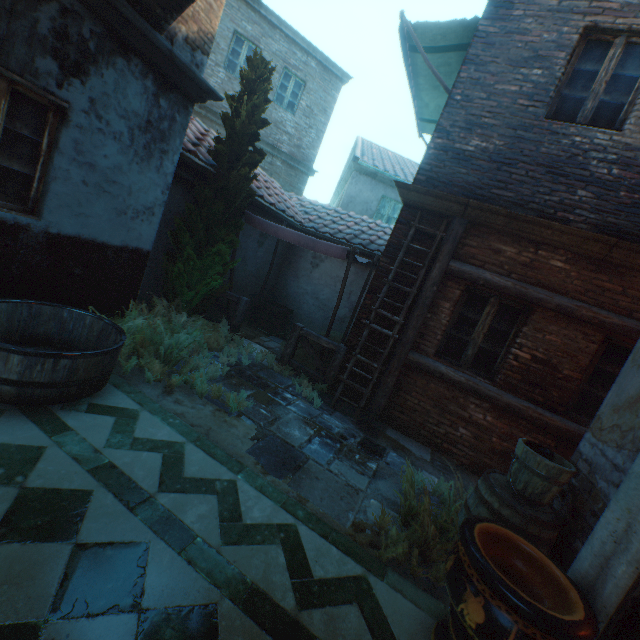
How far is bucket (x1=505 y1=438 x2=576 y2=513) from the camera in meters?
2.6 m

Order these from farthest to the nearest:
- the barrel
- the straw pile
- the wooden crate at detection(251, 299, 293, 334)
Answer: the wooden crate at detection(251, 299, 293, 334), the straw pile, the barrel

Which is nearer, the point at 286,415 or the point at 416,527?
the point at 416,527

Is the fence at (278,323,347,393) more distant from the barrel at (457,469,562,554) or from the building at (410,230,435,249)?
the barrel at (457,469,562,554)

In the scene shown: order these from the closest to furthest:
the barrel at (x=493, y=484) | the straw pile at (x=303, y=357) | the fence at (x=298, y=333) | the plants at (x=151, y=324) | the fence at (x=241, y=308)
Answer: the barrel at (x=493, y=484) → the plants at (x=151, y=324) → the fence at (x=298, y=333) → the fence at (x=241, y=308) → the straw pile at (x=303, y=357)

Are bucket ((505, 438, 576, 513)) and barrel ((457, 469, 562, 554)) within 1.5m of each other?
yes

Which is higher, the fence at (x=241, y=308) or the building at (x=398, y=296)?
the building at (x=398, y=296)

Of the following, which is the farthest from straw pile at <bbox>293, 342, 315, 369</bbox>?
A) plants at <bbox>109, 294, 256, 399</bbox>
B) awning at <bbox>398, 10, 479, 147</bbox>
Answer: awning at <bbox>398, 10, 479, 147</bbox>
